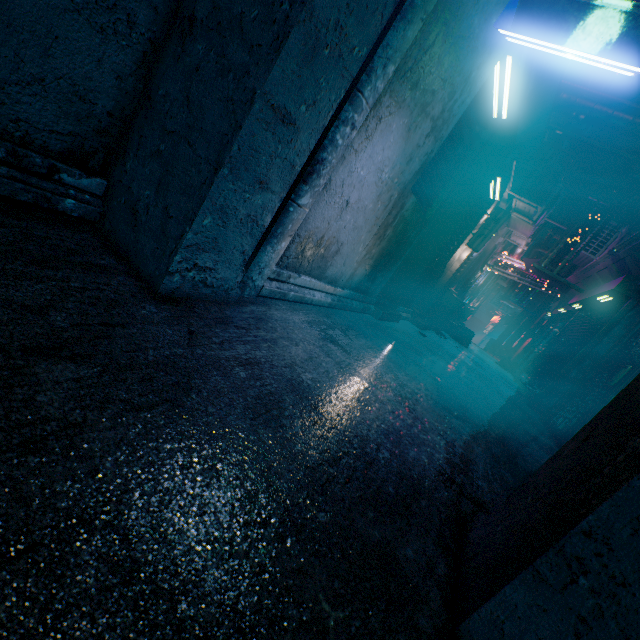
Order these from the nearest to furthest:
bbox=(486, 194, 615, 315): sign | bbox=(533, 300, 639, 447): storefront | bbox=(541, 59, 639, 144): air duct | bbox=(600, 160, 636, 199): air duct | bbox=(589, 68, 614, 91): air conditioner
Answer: bbox=(533, 300, 639, 447): storefront
bbox=(541, 59, 639, 144): air duct
bbox=(486, 194, 615, 315): sign
bbox=(600, 160, 636, 199): air duct
bbox=(589, 68, 614, 91): air conditioner

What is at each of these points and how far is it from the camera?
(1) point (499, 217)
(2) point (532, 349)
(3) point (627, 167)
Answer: (1) sign, 5.66m
(2) storefront, 11.45m
(3) air duct, 9.12m

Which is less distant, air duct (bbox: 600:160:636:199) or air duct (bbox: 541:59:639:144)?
air duct (bbox: 541:59:639:144)

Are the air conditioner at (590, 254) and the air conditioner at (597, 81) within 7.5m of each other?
yes

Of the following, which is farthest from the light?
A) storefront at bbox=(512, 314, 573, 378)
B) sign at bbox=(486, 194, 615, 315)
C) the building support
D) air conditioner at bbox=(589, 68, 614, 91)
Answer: air conditioner at bbox=(589, 68, 614, 91)

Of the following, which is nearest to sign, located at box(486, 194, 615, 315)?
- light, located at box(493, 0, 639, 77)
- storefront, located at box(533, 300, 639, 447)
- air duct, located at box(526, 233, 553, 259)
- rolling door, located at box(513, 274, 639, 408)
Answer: rolling door, located at box(513, 274, 639, 408)

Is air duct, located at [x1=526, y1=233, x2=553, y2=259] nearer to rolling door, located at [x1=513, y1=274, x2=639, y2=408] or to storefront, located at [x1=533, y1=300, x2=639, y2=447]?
rolling door, located at [x1=513, y1=274, x2=639, y2=408]

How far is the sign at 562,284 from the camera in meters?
6.4
